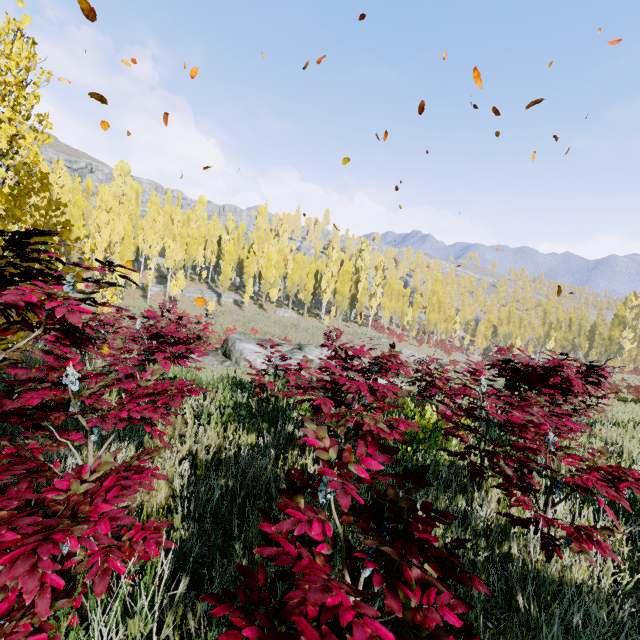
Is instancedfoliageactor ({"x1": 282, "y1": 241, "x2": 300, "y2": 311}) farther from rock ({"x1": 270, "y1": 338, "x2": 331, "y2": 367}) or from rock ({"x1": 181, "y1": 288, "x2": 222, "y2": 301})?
rock ({"x1": 270, "y1": 338, "x2": 331, "y2": 367})

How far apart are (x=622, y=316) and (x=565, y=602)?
70.7 meters

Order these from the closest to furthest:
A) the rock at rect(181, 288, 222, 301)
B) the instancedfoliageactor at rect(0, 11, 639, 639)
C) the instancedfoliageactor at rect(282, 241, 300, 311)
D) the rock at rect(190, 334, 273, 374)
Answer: the instancedfoliageactor at rect(0, 11, 639, 639), the rock at rect(190, 334, 273, 374), the rock at rect(181, 288, 222, 301), the instancedfoliageactor at rect(282, 241, 300, 311)

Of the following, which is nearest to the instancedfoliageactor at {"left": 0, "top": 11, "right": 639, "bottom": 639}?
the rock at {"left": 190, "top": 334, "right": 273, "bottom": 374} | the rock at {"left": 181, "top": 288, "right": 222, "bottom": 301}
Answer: the rock at {"left": 181, "top": 288, "right": 222, "bottom": 301}

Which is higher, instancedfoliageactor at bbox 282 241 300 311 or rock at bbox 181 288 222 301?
instancedfoliageactor at bbox 282 241 300 311

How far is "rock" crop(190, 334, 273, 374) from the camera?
10.1m

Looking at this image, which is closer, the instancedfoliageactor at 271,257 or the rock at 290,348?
the instancedfoliageactor at 271,257
